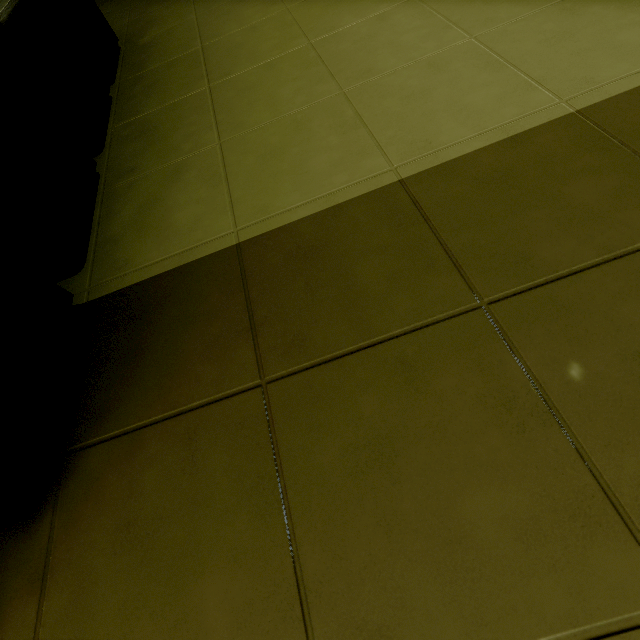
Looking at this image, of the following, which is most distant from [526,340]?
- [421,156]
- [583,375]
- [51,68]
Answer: [51,68]
